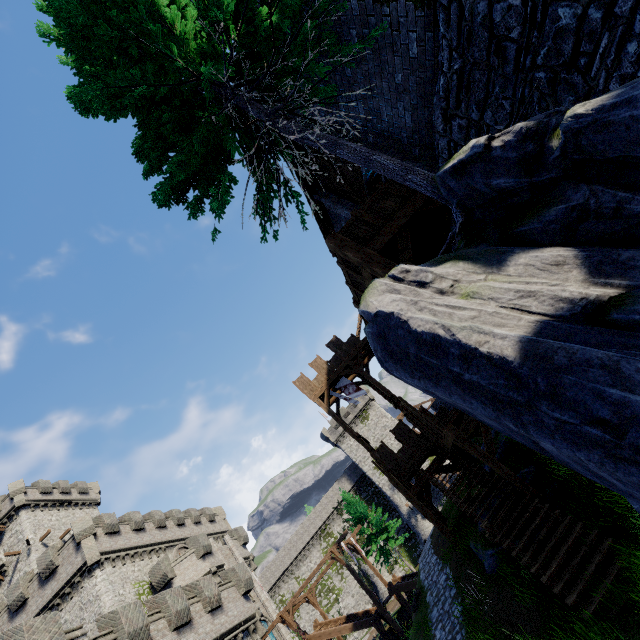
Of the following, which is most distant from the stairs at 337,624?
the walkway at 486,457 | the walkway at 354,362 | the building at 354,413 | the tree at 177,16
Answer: the tree at 177,16

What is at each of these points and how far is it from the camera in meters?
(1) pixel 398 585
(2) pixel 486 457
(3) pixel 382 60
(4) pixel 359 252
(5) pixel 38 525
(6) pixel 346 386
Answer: (1) stairs, 25.8
(2) walkway, 10.9
(3) building, 6.9
(4) walkway, 7.3
(5) building, 36.6
(6) flag, 24.7

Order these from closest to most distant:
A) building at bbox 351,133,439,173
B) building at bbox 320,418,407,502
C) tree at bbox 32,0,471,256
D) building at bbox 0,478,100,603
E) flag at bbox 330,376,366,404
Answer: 1. tree at bbox 32,0,471,256
2. building at bbox 351,133,439,173
3. flag at bbox 330,376,366,404
4. building at bbox 0,478,100,603
5. building at bbox 320,418,407,502

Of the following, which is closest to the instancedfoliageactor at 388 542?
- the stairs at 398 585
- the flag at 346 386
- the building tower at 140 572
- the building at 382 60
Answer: the stairs at 398 585

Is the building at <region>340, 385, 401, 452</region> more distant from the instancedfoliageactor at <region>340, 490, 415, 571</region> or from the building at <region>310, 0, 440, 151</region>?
the building at <region>310, 0, 440, 151</region>

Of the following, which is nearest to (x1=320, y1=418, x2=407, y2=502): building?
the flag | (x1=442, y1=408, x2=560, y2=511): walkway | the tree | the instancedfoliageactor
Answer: the instancedfoliageactor

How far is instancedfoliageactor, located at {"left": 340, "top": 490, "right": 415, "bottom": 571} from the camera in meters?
32.2 m

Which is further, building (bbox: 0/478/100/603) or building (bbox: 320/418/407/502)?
building (bbox: 320/418/407/502)
